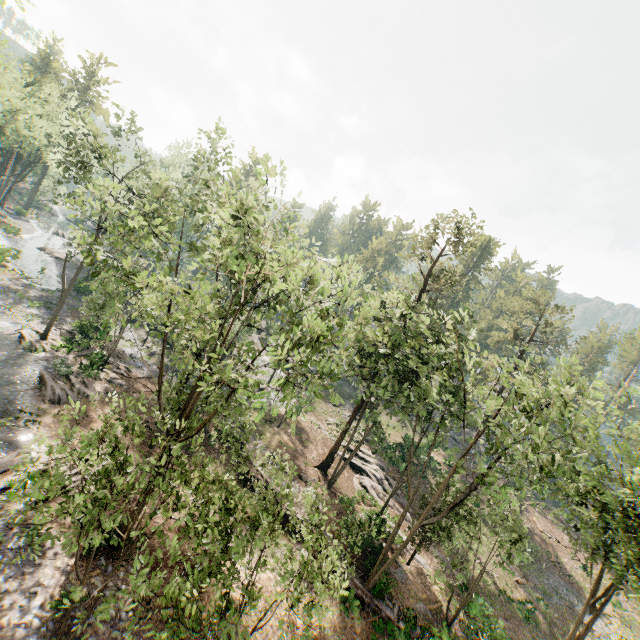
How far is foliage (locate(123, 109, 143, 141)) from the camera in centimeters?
3118cm

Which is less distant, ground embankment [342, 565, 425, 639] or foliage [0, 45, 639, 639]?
foliage [0, 45, 639, 639]

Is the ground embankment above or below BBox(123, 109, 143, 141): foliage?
below

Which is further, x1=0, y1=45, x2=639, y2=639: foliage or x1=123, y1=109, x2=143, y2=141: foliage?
x1=123, y1=109, x2=143, y2=141: foliage

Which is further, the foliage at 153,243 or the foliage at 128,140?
the foliage at 128,140

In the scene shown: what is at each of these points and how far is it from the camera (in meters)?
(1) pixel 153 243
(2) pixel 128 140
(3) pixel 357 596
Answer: (1) foliage, 19.88
(2) foliage, 32.97
(3) ground embankment, 20.11

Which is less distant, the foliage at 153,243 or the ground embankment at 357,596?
the foliage at 153,243
